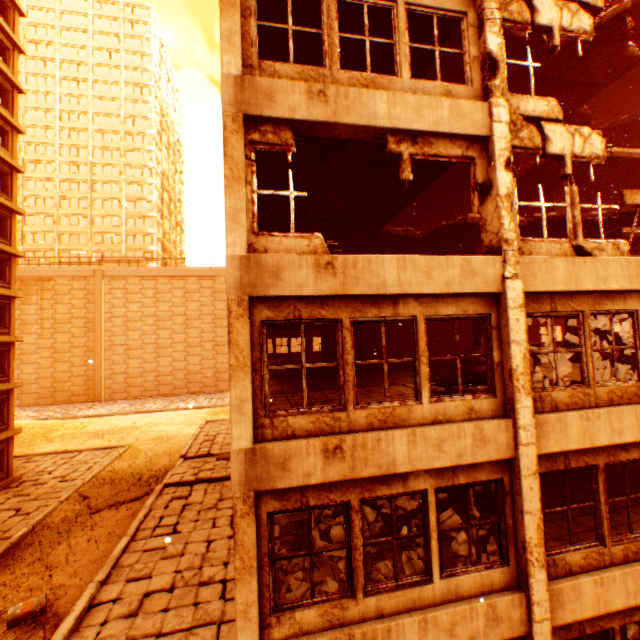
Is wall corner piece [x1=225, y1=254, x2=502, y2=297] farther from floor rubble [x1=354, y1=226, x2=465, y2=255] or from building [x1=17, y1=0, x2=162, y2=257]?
building [x1=17, y1=0, x2=162, y2=257]

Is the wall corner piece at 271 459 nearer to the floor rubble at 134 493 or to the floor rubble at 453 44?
the floor rubble at 453 44

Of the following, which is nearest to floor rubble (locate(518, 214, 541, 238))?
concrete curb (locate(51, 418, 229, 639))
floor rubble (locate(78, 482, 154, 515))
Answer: concrete curb (locate(51, 418, 229, 639))

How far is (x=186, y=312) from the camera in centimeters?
4741cm

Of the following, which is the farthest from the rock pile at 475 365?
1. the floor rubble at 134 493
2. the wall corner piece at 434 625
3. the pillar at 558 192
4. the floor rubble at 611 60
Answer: the floor rubble at 134 493

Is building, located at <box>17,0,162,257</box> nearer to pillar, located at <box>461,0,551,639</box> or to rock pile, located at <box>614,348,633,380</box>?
pillar, located at <box>461,0,551,639</box>

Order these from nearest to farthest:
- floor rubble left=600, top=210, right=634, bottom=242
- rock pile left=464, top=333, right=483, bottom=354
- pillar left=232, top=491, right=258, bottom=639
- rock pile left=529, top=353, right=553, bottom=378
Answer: pillar left=232, top=491, right=258, bottom=639 < rock pile left=529, top=353, right=553, bottom=378 < floor rubble left=600, top=210, right=634, bottom=242 < rock pile left=464, top=333, right=483, bottom=354

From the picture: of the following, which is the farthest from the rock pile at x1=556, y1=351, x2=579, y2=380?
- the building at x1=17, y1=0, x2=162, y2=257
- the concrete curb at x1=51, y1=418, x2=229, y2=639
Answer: the building at x1=17, y1=0, x2=162, y2=257
